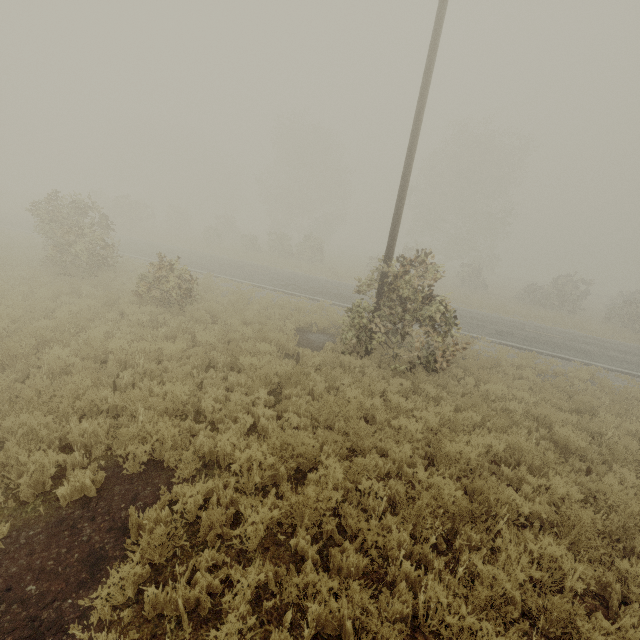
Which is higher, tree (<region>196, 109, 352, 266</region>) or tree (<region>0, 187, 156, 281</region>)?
tree (<region>196, 109, 352, 266</region>)

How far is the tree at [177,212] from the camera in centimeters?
4056cm

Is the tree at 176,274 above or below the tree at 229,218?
below

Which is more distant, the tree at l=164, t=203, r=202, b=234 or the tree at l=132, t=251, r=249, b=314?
the tree at l=164, t=203, r=202, b=234

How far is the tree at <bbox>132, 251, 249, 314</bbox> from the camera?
10.78m

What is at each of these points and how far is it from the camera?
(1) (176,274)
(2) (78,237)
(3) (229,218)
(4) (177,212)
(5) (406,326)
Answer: (1) tree, 11.2 meters
(2) tree, 13.9 meters
(3) tree, 39.7 meters
(4) tree, 40.8 meters
(5) tree, 10.4 meters
